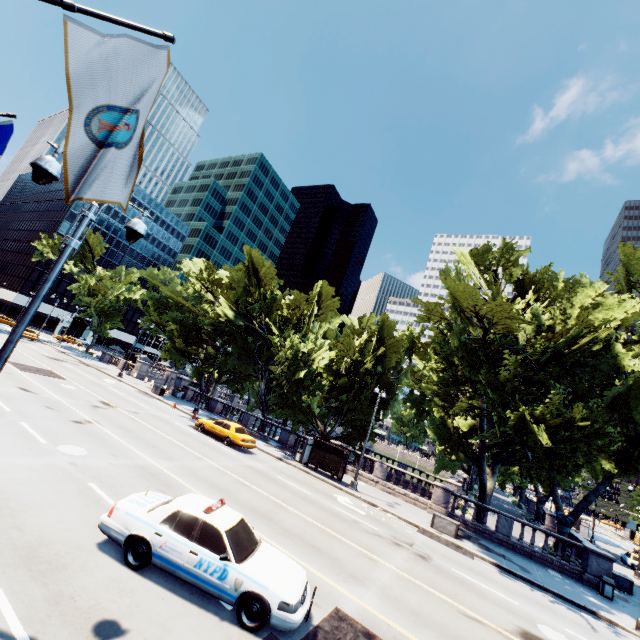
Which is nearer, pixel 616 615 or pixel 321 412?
pixel 616 615

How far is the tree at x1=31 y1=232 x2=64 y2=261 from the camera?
52.19m

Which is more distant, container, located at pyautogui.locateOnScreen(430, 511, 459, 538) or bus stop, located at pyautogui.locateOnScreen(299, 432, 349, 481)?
bus stop, located at pyautogui.locateOnScreen(299, 432, 349, 481)

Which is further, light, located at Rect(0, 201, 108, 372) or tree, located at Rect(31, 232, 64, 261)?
tree, located at Rect(31, 232, 64, 261)

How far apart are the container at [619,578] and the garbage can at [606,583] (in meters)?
4.27

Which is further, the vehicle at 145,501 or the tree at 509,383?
the tree at 509,383

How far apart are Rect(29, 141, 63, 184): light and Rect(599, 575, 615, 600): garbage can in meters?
28.5

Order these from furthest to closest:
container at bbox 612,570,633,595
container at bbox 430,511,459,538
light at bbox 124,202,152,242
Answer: container at bbox 612,570,633,595
container at bbox 430,511,459,538
light at bbox 124,202,152,242
